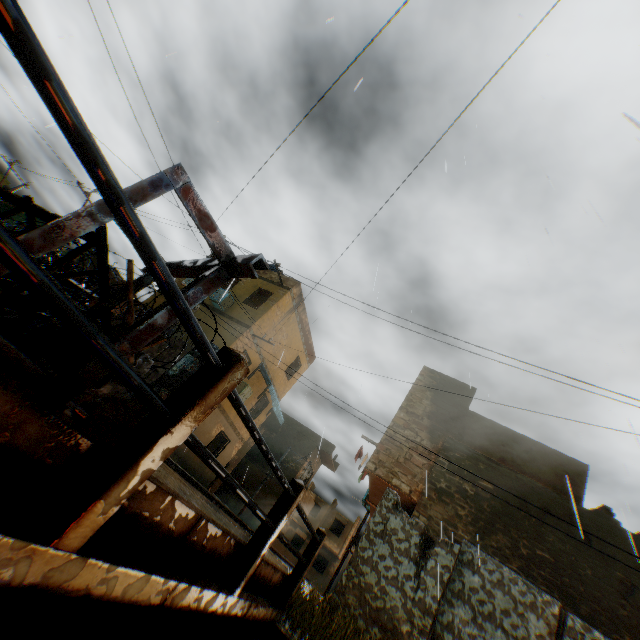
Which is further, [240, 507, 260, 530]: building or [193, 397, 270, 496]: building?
[240, 507, 260, 530]: building

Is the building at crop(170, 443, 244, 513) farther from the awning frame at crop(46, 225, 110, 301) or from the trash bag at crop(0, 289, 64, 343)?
the trash bag at crop(0, 289, 64, 343)

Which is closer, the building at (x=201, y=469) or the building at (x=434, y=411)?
the building at (x=434, y=411)

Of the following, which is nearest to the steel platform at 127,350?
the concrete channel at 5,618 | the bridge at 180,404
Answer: the bridge at 180,404

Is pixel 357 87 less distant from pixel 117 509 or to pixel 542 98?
pixel 117 509

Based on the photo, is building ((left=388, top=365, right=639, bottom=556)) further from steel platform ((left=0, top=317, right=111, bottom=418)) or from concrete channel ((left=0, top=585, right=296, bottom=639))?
steel platform ((left=0, top=317, right=111, bottom=418))

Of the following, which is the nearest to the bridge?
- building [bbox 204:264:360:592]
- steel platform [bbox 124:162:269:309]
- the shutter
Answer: steel platform [bbox 124:162:269:309]

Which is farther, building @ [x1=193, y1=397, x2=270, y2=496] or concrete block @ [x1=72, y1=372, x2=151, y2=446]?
building @ [x1=193, y1=397, x2=270, y2=496]
